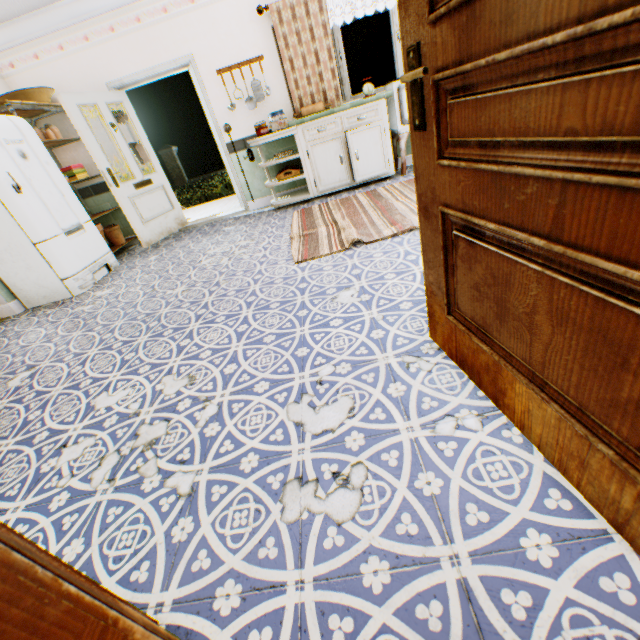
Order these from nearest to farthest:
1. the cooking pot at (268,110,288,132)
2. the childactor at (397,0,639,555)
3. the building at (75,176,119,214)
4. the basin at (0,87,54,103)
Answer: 1. the childactor at (397,0,639,555)
2. the basin at (0,87,54,103)
3. the cooking pot at (268,110,288,132)
4. the building at (75,176,119,214)

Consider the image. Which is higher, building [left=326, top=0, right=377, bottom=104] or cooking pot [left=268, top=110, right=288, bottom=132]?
building [left=326, top=0, right=377, bottom=104]

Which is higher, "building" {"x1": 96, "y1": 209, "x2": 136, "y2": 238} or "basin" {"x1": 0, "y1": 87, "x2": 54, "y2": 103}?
"basin" {"x1": 0, "y1": 87, "x2": 54, "y2": 103}

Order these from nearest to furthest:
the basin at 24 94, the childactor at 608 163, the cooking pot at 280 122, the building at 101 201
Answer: the childactor at 608 163
the basin at 24 94
the cooking pot at 280 122
the building at 101 201

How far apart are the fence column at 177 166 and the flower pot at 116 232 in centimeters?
1493cm

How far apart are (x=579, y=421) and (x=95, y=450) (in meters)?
2.02

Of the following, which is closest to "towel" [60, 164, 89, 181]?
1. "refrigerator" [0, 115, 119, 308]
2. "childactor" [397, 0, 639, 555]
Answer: "refrigerator" [0, 115, 119, 308]

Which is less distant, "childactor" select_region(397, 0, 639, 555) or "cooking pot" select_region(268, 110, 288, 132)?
"childactor" select_region(397, 0, 639, 555)
